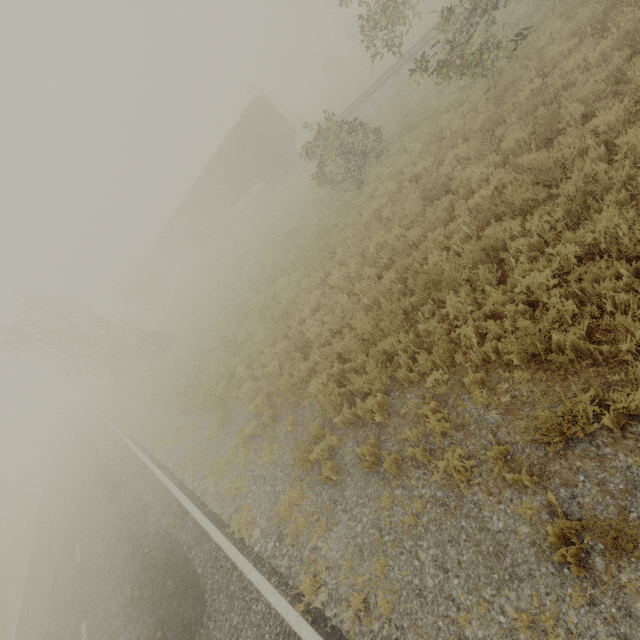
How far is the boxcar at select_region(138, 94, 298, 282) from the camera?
23.3 meters

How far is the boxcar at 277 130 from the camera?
23.3m

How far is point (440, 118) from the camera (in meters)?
10.41
